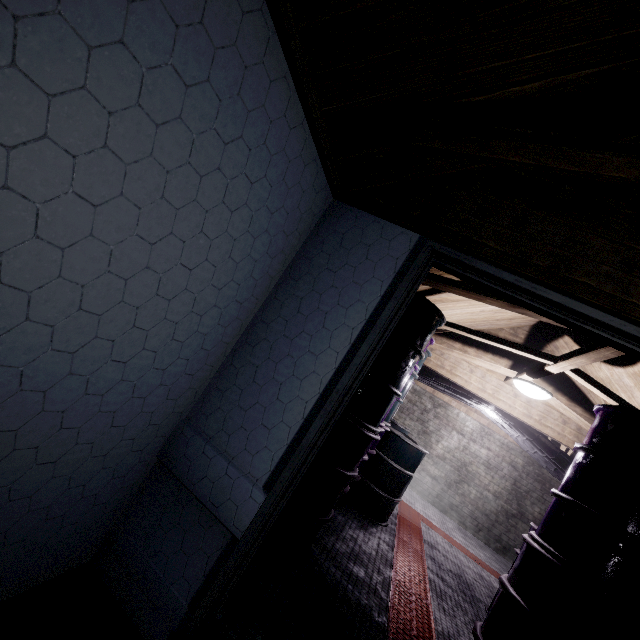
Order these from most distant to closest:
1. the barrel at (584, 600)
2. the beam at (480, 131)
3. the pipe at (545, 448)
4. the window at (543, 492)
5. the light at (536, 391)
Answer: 1. the window at (543, 492)
2. the pipe at (545, 448)
3. the light at (536, 391)
4. the barrel at (584, 600)
5. the beam at (480, 131)

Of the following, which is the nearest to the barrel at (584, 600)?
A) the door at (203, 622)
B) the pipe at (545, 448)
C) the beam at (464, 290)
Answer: the beam at (464, 290)

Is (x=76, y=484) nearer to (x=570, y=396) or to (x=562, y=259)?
(x=562, y=259)

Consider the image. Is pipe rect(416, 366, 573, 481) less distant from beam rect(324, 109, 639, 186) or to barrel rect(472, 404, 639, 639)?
barrel rect(472, 404, 639, 639)

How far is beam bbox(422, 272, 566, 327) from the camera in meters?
2.0 m

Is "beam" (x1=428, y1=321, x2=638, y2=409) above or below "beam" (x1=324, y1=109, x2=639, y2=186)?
above

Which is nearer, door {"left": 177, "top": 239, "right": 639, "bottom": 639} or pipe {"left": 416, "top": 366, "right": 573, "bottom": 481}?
door {"left": 177, "top": 239, "right": 639, "bottom": 639}

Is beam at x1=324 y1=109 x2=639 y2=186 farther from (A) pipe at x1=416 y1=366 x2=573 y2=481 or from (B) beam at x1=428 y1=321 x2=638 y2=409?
(A) pipe at x1=416 y1=366 x2=573 y2=481
